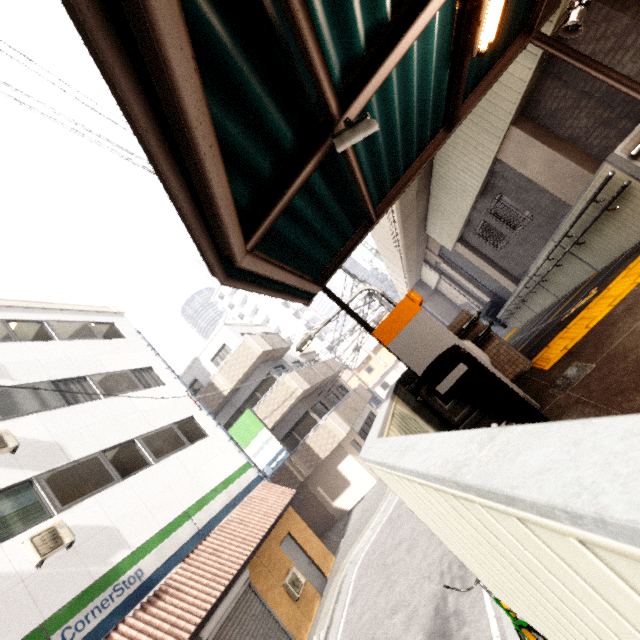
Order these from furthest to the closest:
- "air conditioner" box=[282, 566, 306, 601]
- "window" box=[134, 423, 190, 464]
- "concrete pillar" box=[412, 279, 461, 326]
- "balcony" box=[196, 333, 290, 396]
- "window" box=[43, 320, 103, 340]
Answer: "concrete pillar" box=[412, 279, 461, 326] → "balcony" box=[196, 333, 290, 396] → "window" box=[43, 320, 103, 340] → "window" box=[134, 423, 190, 464] → "air conditioner" box=[282, 566, 306, 601]

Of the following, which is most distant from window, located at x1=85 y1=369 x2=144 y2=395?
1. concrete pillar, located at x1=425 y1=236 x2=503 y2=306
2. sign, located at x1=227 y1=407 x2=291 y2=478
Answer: concrete pillar, located at x1=425 y1=236 x2=503 y2=306

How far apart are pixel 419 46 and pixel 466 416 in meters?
3.3 m

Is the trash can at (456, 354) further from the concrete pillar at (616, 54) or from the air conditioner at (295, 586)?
the air conditioner at (295, 586)

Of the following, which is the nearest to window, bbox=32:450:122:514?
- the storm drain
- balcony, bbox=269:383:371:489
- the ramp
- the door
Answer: the door

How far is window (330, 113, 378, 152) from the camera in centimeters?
240cm

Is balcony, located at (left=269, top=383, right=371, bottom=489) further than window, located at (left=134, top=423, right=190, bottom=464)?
Yes

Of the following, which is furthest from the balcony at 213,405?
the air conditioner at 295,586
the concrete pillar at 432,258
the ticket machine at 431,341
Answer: the ticket machine at 431,341
